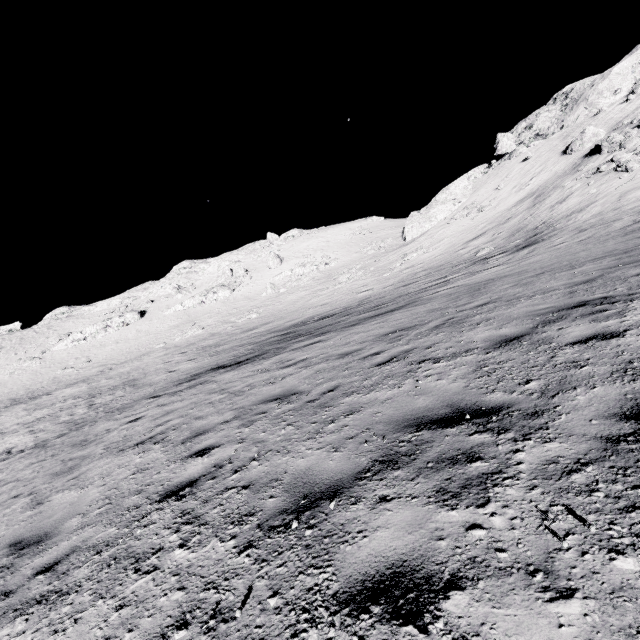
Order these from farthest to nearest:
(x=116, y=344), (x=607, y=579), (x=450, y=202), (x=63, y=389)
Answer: (x=450, y=202), (x=116, y=344), (x=63, y=389), (x=607, y=579)

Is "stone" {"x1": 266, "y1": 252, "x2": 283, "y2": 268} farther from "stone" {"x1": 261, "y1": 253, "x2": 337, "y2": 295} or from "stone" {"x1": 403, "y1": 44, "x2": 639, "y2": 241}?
"stone" {"x1": 403, "y1": 44, "x2": 639, "y2": 241}

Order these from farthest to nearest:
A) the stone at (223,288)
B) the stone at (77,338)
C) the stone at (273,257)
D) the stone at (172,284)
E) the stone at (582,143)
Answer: the stone at (172,284) → the stone at (273,257) → the stone at (223,288) → the stone at (77,338) → the stone at (582,143)

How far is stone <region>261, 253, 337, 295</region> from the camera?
46.8 meters

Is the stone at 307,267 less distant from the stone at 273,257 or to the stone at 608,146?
the stone at 273,257

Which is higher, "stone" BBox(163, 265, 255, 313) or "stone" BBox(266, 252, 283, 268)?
"stone" BBox(266, 252, 283, 268)

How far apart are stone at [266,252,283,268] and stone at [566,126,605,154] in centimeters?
4003cm

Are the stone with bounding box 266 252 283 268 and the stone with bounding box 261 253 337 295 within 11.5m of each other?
yes
